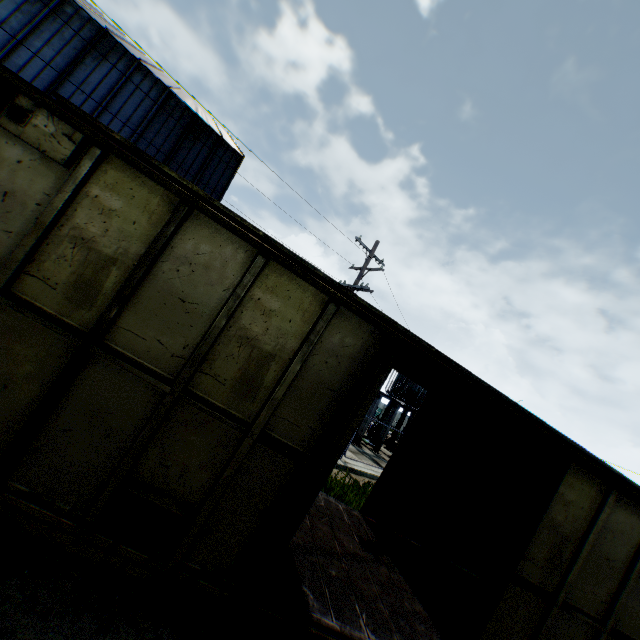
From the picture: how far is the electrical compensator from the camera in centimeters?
2275cm

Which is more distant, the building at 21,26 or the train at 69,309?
the building at 21,26

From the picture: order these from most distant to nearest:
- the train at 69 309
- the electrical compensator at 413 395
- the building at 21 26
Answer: the electrical compensator at 413 395 → the building at 21 26 → the train at 69 309

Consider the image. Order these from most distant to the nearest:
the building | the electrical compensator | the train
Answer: the electrical compensator, the building, the train

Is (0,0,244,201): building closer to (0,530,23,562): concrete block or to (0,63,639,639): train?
(0,63,639,639): train

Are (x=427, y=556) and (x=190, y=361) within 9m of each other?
yes

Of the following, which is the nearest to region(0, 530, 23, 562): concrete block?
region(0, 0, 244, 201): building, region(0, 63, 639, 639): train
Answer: region(0, 63, 639, 639): train

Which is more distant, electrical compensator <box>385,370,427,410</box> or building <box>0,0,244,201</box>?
electrical compensator <box>385,370,427,410</box>
